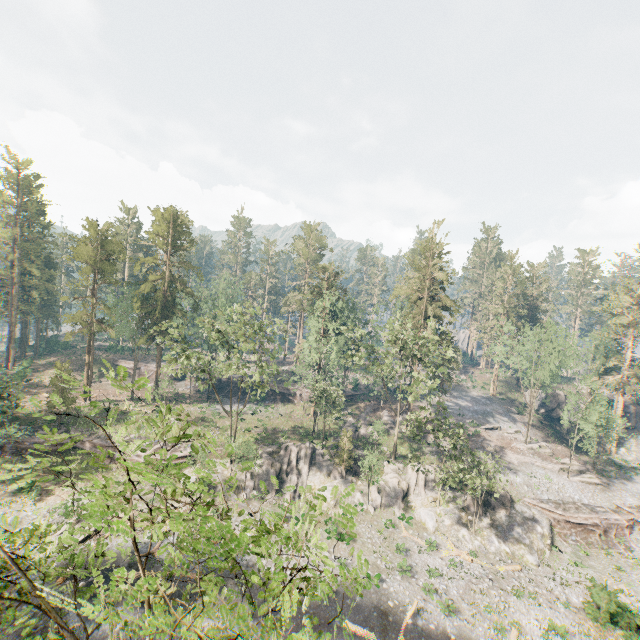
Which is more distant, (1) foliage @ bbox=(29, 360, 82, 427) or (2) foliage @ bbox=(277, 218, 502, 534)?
(2) foliage @ bbox=(277, 218, 502, 534)

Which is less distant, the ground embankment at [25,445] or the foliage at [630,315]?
the ground embankment at [25,445]

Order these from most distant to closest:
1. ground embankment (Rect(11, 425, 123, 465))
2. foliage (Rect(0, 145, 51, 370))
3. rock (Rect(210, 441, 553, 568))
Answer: foliage (Rect(0, 145, 51, 370))
ground embankment (Rect(11, 425, 123, 465))
rock (Rect(210, 441, 553, 568))

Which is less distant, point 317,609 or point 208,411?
point 317,609

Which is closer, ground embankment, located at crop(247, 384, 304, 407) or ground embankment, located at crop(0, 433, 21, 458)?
ground embankment, located at crop(0, 433, 21, 458)

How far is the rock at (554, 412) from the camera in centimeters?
5584cm

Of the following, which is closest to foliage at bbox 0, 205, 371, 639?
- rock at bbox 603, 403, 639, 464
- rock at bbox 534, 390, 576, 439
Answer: rock at bbox 534, 390, 576, 439
